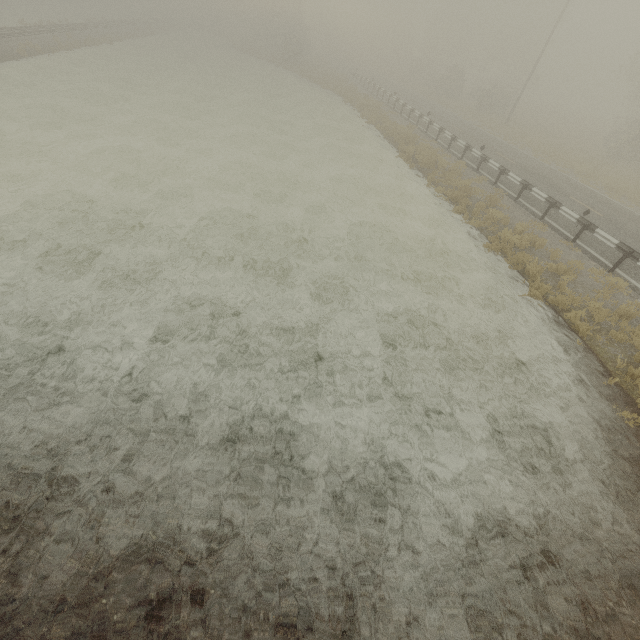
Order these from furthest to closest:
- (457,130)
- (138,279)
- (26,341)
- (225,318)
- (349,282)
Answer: (457,130)
(349,282)
(138,279)
(225,318)
(26,341)
